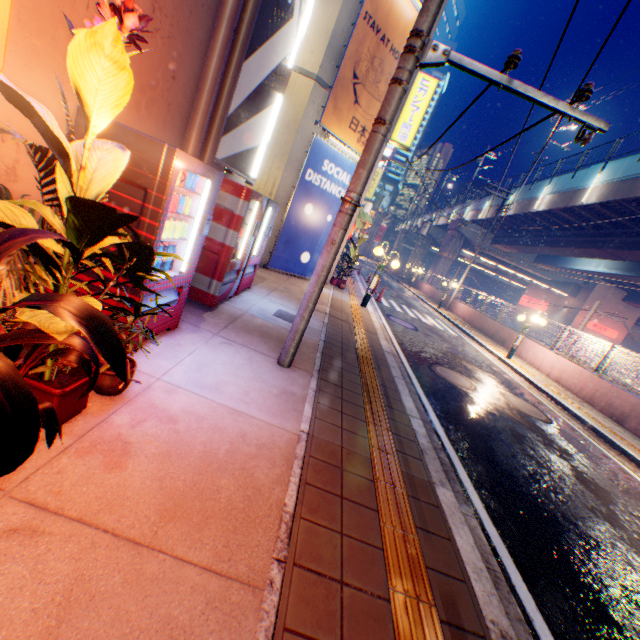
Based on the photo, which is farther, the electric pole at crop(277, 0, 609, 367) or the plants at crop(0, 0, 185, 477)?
the electric pole at crop(277, 0, 609, 367)

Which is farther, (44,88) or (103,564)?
(44,88)

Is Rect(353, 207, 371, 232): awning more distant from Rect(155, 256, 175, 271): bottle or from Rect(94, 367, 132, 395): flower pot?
Rect(94, 367, 132, 395): flower pot

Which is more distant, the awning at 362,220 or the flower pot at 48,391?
the awning at 362,220

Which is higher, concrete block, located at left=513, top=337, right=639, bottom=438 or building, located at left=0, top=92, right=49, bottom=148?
building, located at left=0, top=92, right=49, bottom=148

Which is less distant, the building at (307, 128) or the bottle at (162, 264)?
the bottle at (162, 264)

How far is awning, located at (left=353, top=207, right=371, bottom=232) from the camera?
14.30m

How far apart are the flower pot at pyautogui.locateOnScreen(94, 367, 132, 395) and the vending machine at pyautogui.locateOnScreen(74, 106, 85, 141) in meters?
0.4
